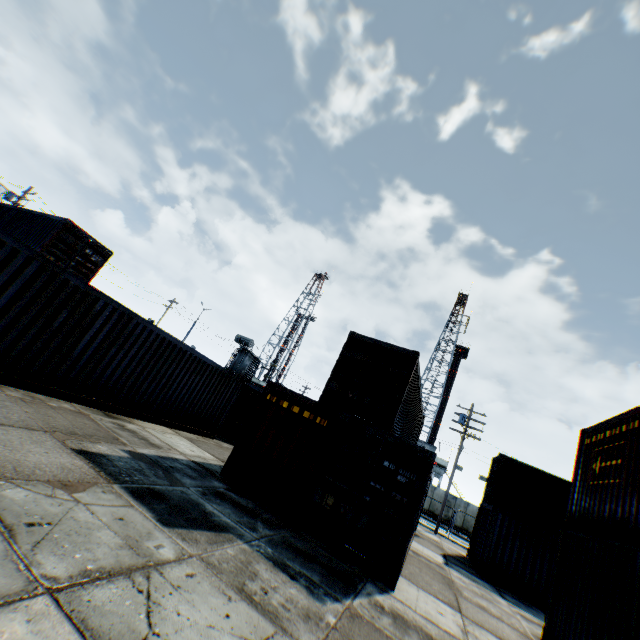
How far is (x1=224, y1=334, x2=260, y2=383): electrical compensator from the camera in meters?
29.6

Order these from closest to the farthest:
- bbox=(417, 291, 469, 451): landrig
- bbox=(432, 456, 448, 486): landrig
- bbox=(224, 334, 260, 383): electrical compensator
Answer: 1. bbox=(224, 334, 260, 383): electrical compensator
2. bbox=(432, 456, 448, 486): landrig
3. bbox=(417, 291, 469, 451): landrig

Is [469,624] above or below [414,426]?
below

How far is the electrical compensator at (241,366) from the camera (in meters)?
29.62

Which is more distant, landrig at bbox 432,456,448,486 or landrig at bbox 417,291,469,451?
landrig at bbox 417,291,469,451

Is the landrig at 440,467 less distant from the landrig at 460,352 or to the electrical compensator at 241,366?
the landrig at 460,352

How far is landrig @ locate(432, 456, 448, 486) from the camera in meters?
42.7 m

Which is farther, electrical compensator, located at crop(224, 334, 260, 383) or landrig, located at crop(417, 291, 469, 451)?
landrig, located at crop(417, 291, 469, 451)
